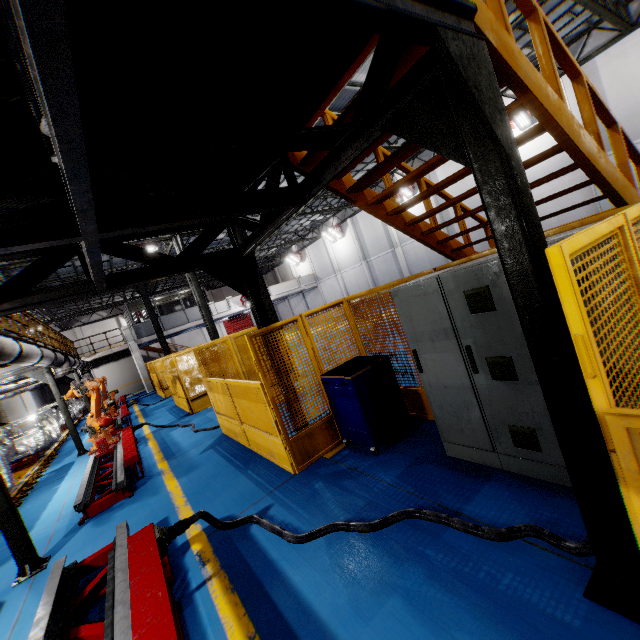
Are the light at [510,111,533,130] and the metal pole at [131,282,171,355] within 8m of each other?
no

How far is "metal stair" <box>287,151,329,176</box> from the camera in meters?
3.7

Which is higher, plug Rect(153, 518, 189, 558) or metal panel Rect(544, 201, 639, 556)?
metal panel Rect(544, 201, 639, 556)

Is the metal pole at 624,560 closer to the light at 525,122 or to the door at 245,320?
the light at 525,122

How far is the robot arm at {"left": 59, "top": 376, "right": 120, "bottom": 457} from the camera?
9.2 meters

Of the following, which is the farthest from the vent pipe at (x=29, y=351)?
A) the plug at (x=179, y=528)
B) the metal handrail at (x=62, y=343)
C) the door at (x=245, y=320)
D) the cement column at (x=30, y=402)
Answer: the door at (x=245, y=320)

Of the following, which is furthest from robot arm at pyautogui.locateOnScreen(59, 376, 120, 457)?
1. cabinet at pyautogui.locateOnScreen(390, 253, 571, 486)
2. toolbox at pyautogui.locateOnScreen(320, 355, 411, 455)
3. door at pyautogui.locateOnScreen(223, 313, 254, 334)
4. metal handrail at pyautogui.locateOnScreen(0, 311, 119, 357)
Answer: door at pyautogui.locateOnScreen(223, 313, 254, 334)

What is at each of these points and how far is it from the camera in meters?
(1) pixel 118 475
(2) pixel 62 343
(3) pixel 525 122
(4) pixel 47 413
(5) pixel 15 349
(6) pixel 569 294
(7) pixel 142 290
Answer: (1) metal platform, 6.5 m
(2) metal handrail, 17.9 m
(3) light, 15.8 m
(4) chassis, 14.6 m
(5) vent pipe, 5.8 m
(6) metal panel, 1.4 m
(7) metal pole, 22.5 m
